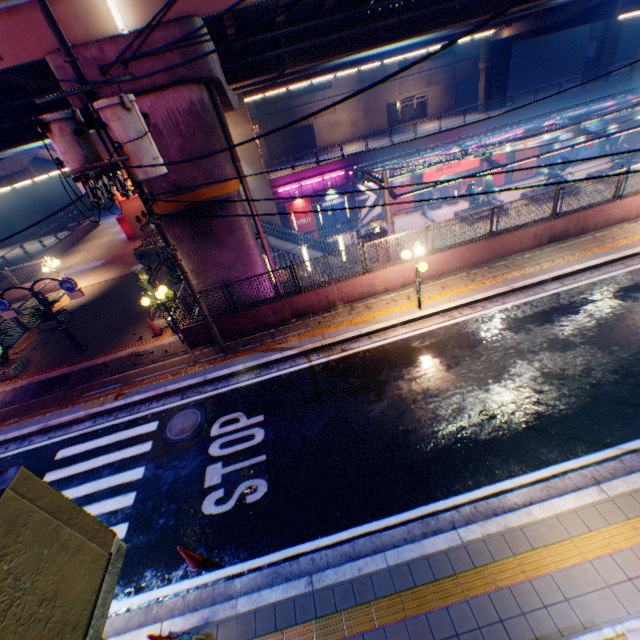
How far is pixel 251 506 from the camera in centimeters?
723cm

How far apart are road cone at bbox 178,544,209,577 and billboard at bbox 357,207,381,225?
32.15m

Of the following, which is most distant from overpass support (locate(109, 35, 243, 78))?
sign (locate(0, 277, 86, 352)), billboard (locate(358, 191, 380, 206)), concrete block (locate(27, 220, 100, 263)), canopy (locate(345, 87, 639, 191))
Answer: billboard (locate(358, 191, 380, 206))

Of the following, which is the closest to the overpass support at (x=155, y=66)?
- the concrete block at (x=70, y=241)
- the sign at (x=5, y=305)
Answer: the concrete block at (x=70, y=241)

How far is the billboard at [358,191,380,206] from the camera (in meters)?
33.16

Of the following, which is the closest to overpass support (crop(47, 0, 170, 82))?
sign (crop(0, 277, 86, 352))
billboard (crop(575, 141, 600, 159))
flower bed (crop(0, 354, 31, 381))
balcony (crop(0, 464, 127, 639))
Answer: flower bed (crop(0, 354, 31, 381))

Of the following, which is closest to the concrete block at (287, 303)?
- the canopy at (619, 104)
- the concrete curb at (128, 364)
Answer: the concrete curb at (128, 364)

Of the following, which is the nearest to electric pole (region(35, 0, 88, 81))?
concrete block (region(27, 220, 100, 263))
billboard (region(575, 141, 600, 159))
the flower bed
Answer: the flower bed
